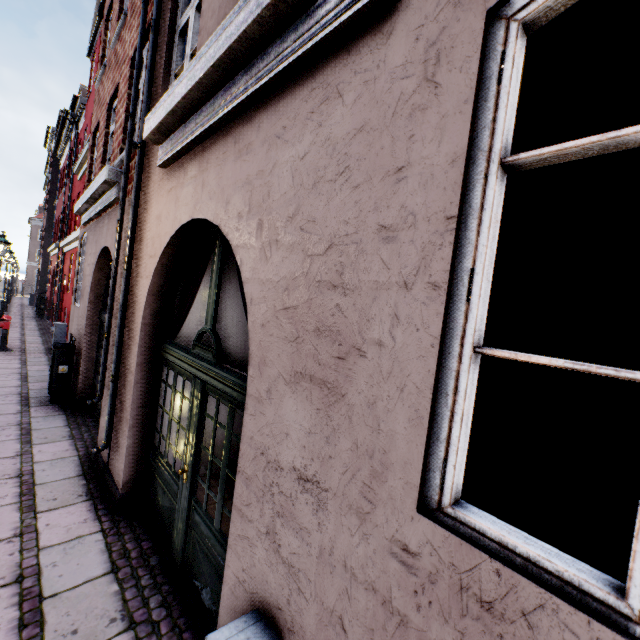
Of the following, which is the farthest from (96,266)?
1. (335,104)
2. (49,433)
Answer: (335,104)
